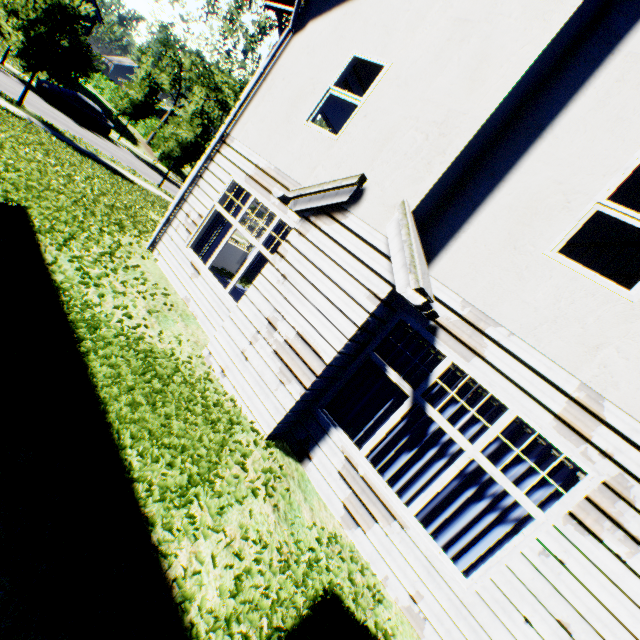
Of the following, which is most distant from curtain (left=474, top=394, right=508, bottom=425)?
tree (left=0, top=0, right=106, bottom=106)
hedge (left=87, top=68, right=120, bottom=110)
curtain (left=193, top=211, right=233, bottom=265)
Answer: hedge (left=87, top=68, right=120, bottom=110)

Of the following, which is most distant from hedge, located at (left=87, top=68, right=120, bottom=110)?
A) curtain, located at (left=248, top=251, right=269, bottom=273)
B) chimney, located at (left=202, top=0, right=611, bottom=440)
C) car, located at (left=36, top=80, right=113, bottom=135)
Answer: chimney, located at (left=202, top=0, right=611, bottom=440)

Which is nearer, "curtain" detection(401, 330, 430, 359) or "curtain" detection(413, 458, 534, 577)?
"curtain" detection(413, 458, 534, 577)

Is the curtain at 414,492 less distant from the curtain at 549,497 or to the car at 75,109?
the curtain at 549,497

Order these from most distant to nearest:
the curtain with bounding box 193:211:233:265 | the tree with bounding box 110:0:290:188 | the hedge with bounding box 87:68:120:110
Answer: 1. the hedge with bounding box 87:68:120:110
2. the tree with bounding box 110:0:290:188
3. the curtain with bounding box 193:211:233:265

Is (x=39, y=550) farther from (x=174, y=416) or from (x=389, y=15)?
(x=389, y=15)

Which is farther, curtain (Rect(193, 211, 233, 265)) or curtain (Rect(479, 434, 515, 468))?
curtain (Rect(193, 211, 233, 265))

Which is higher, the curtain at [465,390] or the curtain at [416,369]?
the curtain at [465,390]
